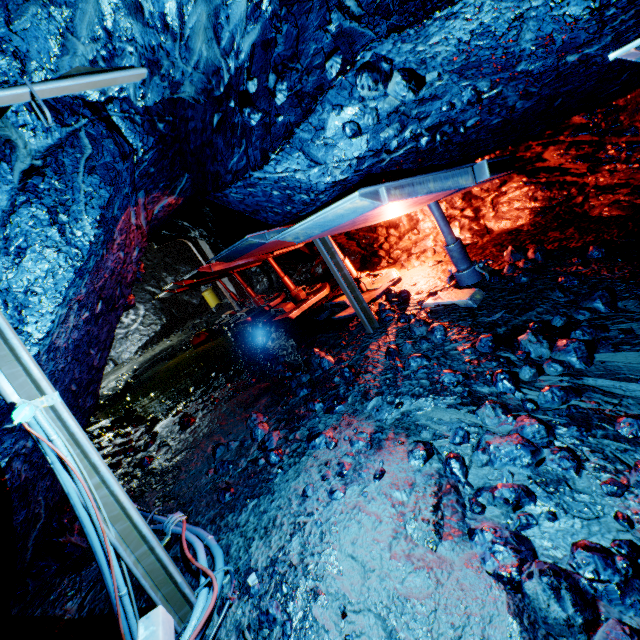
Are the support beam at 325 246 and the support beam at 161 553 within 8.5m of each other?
yes

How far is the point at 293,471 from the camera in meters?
3.3 m

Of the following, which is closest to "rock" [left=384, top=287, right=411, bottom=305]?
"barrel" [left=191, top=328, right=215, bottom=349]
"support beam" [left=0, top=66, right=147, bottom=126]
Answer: "support beam" [left=0, top=66, right=147, bottom=126]

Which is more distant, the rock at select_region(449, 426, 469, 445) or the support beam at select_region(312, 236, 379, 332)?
the support beam at select_region(312, 236, 379, 332)

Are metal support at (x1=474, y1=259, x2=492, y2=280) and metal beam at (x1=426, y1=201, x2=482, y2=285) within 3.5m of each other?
yes

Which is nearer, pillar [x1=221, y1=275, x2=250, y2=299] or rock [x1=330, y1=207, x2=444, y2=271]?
rock [x1=330, y1=207, x2=444, y2=271]

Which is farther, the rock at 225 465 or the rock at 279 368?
the rock at 279 368

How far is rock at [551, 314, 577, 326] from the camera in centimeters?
336cm
